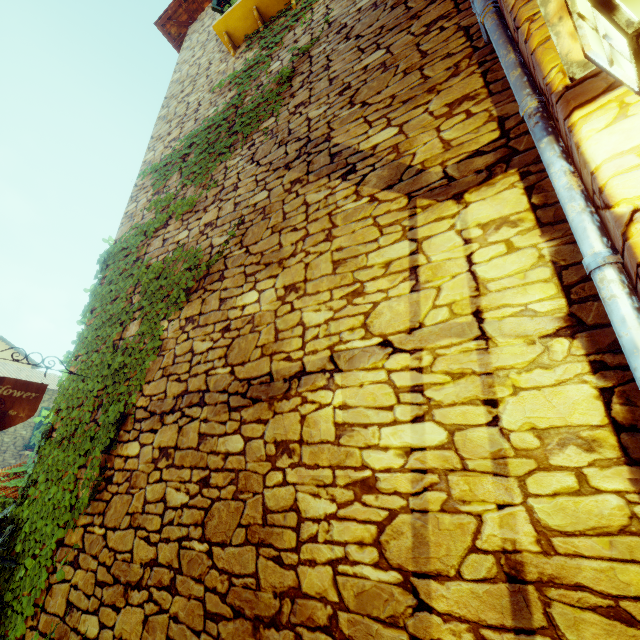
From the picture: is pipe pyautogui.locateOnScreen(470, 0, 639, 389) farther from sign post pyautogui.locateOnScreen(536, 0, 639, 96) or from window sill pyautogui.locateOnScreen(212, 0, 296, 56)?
window sill pyautogui.locateOnScreen(212, 0, 296, 56)

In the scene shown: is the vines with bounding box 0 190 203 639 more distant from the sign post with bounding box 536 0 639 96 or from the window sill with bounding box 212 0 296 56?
the window sill with bounding box 212 0 296 56

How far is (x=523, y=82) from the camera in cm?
174

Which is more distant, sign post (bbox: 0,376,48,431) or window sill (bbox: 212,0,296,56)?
window sill (bbox: 212,0,296,56)

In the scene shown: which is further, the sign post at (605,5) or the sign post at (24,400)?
the sign post at (24,400)

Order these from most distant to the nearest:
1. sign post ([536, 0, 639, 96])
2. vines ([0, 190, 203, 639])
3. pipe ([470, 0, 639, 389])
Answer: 1. vines ([0, 190, 203, 639])
2. pipe ([470, 0, 639, 389])
3. sign post ([536, 0, 639, 96])

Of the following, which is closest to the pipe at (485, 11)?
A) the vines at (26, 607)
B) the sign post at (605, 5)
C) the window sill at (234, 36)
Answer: the sign post at (605, 5)

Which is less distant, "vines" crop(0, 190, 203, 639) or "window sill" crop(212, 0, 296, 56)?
"vines" crop(0, 190, 203, 639)
